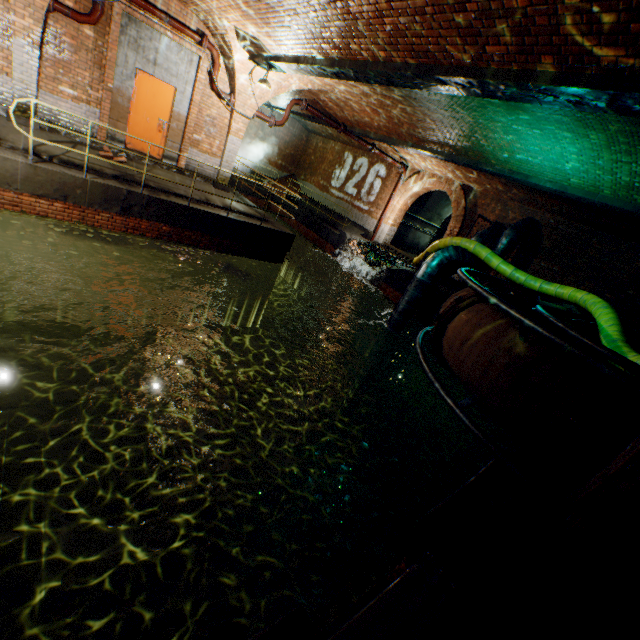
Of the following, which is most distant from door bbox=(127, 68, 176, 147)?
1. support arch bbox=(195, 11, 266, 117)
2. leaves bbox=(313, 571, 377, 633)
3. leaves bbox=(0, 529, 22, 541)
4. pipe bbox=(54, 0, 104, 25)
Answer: leaves bbox=(313, 571, 377, 633)

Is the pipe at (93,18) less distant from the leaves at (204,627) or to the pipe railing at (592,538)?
the pipe railing at (592,538)

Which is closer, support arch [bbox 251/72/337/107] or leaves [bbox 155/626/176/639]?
leaves [bbox 155/626/176/639]

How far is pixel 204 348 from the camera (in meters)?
11.84

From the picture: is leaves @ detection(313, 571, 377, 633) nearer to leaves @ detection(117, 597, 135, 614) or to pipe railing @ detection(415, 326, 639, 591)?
leaves @ detection(117, 597, 135, 614)

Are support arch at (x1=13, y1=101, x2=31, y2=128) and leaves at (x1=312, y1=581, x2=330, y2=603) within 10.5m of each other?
no

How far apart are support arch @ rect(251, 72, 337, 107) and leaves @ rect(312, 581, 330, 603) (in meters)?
11.38

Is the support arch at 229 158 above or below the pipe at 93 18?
below
